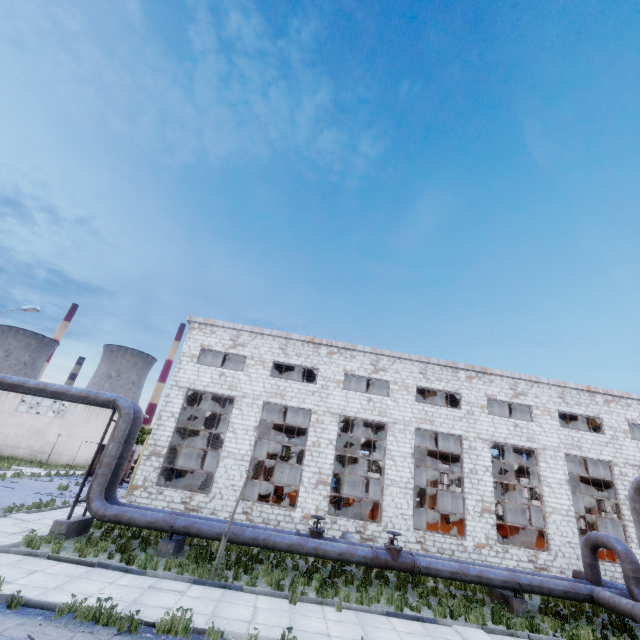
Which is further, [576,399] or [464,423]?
[576,399]

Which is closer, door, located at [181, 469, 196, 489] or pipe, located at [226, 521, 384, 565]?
pipe, located at [226, 521, 384, 565]

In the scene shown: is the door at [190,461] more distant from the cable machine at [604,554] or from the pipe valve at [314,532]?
the cable machine at [604,554]

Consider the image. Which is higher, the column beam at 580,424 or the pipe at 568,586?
the column beam at 580,424

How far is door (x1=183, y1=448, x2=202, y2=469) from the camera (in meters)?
26.56

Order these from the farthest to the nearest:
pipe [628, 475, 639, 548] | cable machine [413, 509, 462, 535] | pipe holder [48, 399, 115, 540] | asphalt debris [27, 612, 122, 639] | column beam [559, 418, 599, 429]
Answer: column beam [559, 418, 599, 429] → cable machine [413, 509, 462, 535] → pipe holder [48, 399, 115, 540] → pipe [628, 475, 639, 548] → asphalt debris [27, 612, 122, 639]

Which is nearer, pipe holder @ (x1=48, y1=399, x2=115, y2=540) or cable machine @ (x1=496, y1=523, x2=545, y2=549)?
pipe holder @ (x1=48, y1=399, x2=115, y2=540)

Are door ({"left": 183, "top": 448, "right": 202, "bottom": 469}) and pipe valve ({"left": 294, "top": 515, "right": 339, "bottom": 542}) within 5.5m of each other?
no
